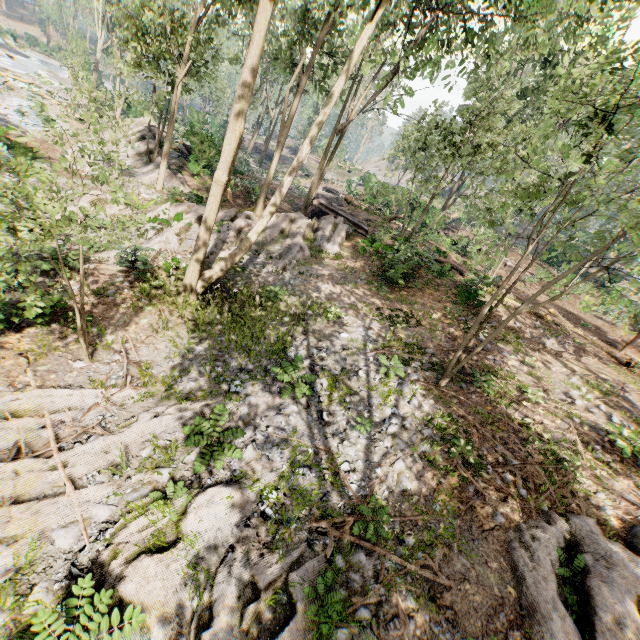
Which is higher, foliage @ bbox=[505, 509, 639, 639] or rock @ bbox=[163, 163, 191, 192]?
foliage @ bbox=[505, 509, 639, 639]

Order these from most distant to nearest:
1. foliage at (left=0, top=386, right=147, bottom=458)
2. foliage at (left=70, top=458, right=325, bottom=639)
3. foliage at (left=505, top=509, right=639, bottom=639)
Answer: foliage at (left=0, top=386, right=147, bottom=458)
foliage at (left=505, top=509, right=639, bottom=639)
foliage at (left=70, top=458, right=325, bottom=639)

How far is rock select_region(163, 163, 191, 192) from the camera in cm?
1993

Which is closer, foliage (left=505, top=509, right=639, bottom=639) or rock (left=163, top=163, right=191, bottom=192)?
foliage (left=505, top=509, right=639, bottom=639)

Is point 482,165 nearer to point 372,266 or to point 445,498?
point 372,266

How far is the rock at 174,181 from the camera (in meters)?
19.93

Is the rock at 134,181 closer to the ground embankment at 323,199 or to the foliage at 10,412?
the foliage at 10,412
